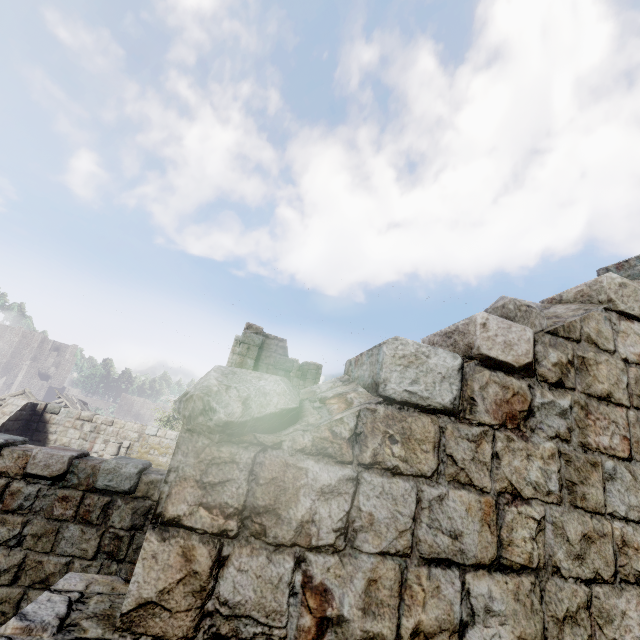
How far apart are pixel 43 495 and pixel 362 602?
6.2m

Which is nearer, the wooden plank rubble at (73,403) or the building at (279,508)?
the building at (279,508)

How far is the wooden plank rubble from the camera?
28.8m

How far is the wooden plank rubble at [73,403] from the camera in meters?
28.8 m

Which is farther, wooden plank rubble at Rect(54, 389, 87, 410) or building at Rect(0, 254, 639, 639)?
wooden plank rubble at Rect(54, 389, 87, 410)
